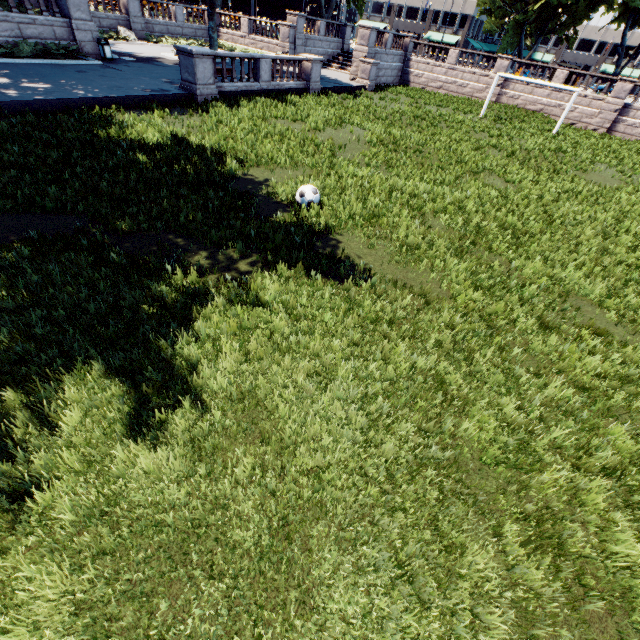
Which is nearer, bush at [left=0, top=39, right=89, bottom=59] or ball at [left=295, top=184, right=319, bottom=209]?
ball at [left=295, top=184, right=319, bottom=209]

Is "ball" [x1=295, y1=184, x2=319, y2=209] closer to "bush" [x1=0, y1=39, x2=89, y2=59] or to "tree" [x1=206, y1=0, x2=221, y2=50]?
"tree" [x1=206, y1=0, x2=221, y2=50]

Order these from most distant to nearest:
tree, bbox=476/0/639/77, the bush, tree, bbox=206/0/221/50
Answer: tree, bbox=476/0/639/77 < tree, bbox=206/0/221/50 < the bush

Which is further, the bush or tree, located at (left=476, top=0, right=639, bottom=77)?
tree, located at (left=476, top=0, right=639, bottom=77)

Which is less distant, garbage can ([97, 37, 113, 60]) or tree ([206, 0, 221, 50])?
garbage can ([97, 37, 113, 60])

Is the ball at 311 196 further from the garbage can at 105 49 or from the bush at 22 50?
the garbage can at 105 49

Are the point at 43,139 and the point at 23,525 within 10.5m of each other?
no

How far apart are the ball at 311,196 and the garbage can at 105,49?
21.1m
